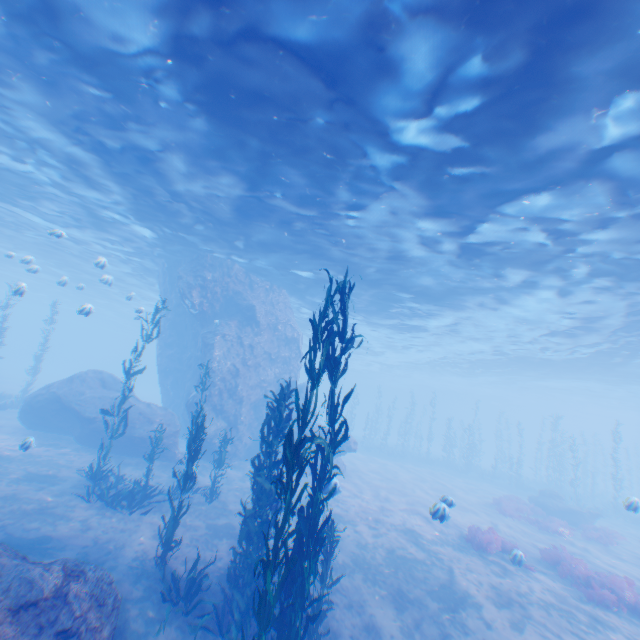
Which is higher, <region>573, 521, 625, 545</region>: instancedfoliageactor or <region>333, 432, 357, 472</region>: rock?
<region>333, 432, 357, 472</region>: rock

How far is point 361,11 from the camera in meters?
6.7

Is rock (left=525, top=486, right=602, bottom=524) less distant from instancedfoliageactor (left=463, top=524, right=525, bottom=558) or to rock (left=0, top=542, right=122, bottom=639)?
rock (left=0, top=542, right=122, bottom=639)

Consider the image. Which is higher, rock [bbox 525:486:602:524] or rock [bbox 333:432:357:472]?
rock [bbox 333:432:357:472]

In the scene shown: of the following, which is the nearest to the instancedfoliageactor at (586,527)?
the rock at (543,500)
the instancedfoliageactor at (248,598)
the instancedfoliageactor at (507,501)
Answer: the rock at (543,500)

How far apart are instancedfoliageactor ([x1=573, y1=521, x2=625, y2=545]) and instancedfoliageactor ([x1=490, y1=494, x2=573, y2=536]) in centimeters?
333cm

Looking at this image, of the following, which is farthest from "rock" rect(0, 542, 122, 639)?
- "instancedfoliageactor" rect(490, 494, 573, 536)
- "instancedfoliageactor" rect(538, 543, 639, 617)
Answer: "instancedfoliageactor" rect(490, 494, 573, 536)

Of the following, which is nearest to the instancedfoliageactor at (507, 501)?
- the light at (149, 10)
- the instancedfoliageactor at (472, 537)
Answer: the instancedfoliageactor at (472, 537)
